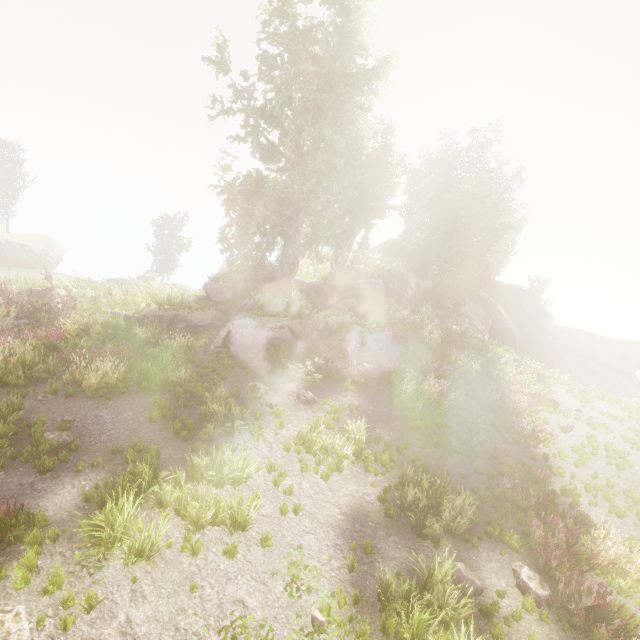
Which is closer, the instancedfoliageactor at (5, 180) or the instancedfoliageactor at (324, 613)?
the instancedfoliageactor at (324, 613)

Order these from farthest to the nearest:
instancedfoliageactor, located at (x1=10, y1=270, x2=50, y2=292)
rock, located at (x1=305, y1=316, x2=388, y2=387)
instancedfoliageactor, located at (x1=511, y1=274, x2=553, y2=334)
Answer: instancedfoliageactor, located at (x1=511, y1=274, x2=553, y2=334)
instancedfoliageactor, located at (x1=10, y1=270, x2=50, y2=292)
rock, located at (x1=305, y1=316, x2=388, y2=387)

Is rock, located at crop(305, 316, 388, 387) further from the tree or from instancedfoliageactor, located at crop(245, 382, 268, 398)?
the tree

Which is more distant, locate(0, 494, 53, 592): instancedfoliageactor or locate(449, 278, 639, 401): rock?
locate(449, 278, 639, 401): rock

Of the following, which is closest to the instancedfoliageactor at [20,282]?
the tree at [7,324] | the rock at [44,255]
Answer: the rock at [44,255]

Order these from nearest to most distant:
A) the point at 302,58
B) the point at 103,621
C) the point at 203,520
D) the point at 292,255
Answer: the point at 103,621, the point at 203,520, the point at 302,58, the point at 292,255

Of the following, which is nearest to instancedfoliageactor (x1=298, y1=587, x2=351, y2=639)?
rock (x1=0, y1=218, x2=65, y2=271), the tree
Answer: rock (x1=0, y1=218, x2=65, y2=271)
